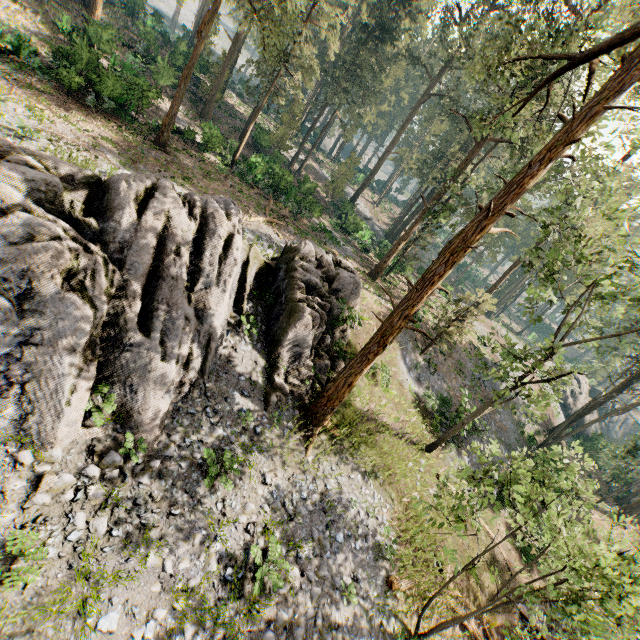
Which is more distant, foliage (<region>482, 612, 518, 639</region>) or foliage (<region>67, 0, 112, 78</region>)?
foliage (<region>67, 0, 112, 78</region>)

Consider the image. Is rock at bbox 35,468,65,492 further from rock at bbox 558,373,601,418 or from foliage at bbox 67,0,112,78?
rock at bbox 558,373,601,418

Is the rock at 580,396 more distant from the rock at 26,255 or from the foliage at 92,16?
the rock at 26,255

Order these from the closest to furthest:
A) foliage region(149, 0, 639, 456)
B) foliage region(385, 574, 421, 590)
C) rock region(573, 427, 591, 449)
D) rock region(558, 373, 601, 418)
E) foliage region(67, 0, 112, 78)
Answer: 1. foliage region(149, 0, 639, 456)
2. foliage region(385, 574, 421, 590)
3. foliage region(67, 0, 112, 78)
4. rock region(573, 427, 591, 449)
5. rock region(558, 373, 601, 418)

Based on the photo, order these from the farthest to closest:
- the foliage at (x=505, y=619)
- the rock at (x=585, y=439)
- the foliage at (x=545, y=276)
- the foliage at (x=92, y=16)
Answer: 1. the rock at (x=585, y=439)
2. the foliage at (x=92, y=16)
3. the foliage at (x=505, y=619)
4. the foliage at (x=545, y=276)

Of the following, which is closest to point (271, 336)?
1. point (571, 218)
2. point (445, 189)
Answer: point (571, 218)

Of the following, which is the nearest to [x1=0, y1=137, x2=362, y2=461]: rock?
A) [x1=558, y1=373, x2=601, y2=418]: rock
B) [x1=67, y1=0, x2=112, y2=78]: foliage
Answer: [x1=67, y1=0, x2=112, y2=78]: foliage
